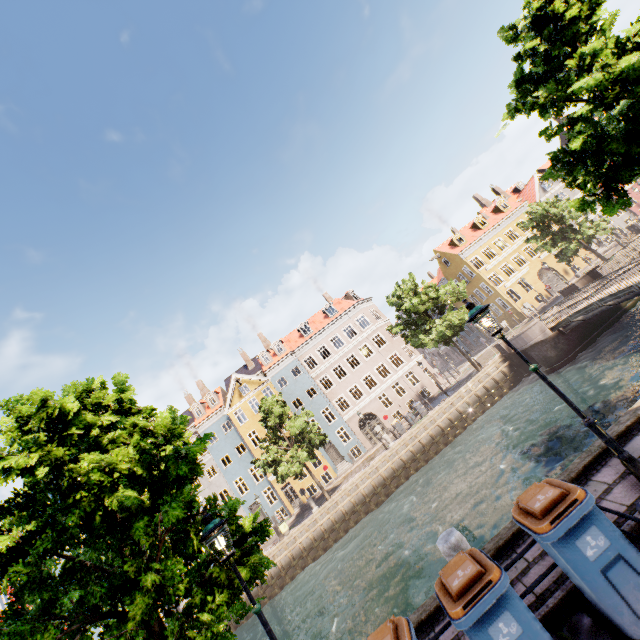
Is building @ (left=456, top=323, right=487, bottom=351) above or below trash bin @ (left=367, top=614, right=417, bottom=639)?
above

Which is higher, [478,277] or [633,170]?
[478,277]

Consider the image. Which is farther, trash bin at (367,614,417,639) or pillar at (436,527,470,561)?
pillar at (436,527,470,561)

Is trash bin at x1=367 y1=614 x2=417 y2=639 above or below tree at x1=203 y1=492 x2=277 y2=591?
below

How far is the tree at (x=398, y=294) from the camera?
26.25m

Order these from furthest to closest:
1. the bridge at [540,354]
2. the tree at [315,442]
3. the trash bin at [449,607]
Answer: the tree at [315,442], the bridge at [540,354], the trash bin at [449,607]

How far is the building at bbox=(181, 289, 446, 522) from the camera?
34.4 meters

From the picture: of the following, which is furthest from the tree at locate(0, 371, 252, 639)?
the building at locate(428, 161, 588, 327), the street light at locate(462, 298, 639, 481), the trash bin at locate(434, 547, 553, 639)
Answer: the building at locate(428, 161, 588, 327)
